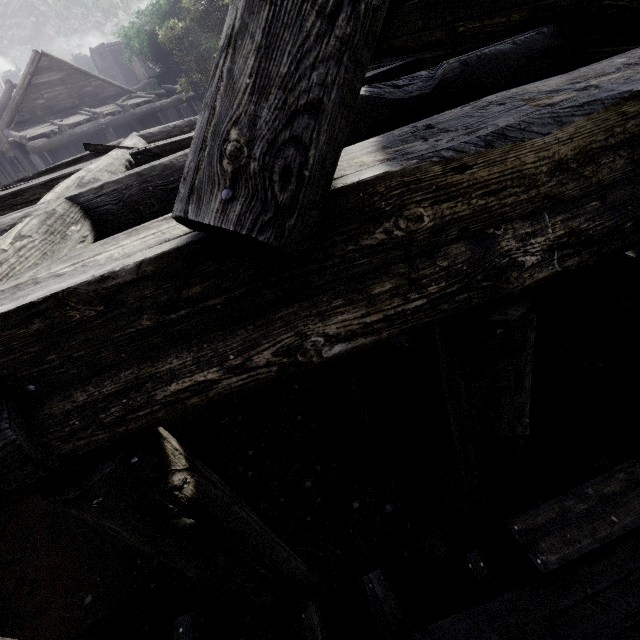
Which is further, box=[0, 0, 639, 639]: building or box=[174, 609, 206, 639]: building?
box=[174, 609, 206, 639]: building

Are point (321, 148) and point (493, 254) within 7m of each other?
yes

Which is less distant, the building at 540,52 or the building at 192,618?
the building at 540,52
